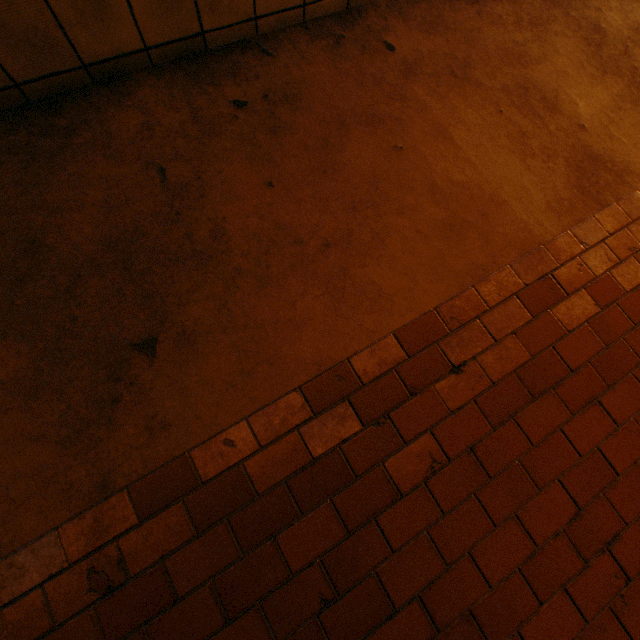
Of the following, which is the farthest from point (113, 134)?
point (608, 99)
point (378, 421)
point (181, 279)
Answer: point (608, 99)
